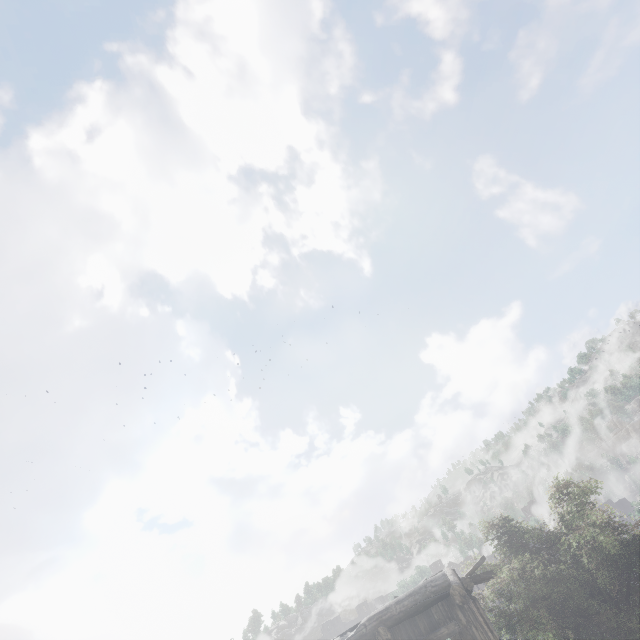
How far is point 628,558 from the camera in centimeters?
1483cm
